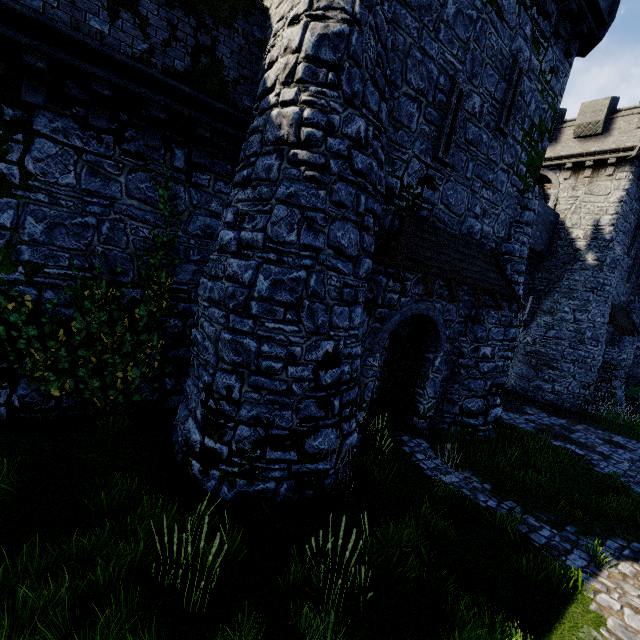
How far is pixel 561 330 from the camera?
18.4m

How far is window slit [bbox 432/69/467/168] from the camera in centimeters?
785cm

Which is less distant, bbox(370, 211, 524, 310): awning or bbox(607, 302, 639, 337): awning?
bbox(370, 211, 524, 310): awning

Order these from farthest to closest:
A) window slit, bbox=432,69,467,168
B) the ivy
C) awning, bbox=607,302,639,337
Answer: awning, bbox=607,302,639,337 → window slit, bbox=432,69,467,168 → the ivy

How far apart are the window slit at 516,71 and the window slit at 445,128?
1.56m

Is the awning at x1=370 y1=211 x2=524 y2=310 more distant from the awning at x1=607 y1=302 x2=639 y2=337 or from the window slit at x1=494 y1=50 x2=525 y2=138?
the awning at x1=607 y1=302 x2=639 y2=337

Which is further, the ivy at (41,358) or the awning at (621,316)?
the awning at (621,316)

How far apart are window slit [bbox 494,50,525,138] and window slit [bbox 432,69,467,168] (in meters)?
1.56
